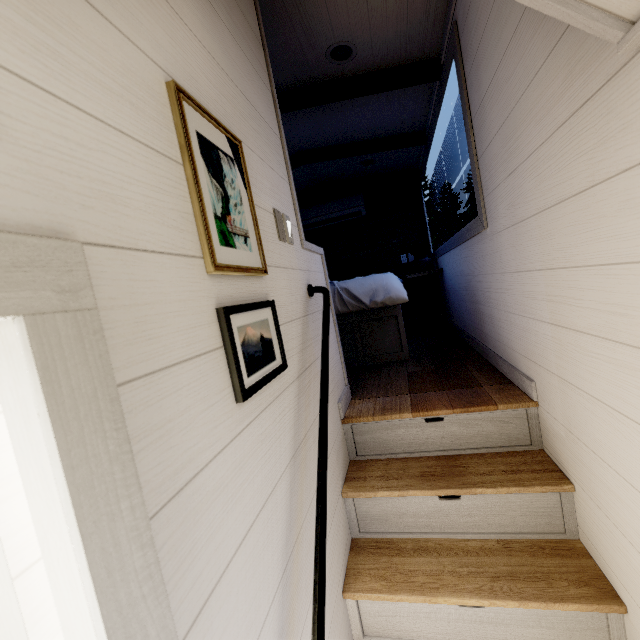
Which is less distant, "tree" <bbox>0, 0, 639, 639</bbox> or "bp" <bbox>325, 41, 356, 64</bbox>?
"tree" <bbox>0, 0, 639, 639</bbox>

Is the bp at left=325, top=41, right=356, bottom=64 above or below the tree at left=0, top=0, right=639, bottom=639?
above

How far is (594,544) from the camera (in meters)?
1.25

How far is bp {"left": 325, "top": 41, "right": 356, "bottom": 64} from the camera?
2.08m

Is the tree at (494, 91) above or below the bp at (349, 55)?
below

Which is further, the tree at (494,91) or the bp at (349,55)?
the bp at (349,55)
